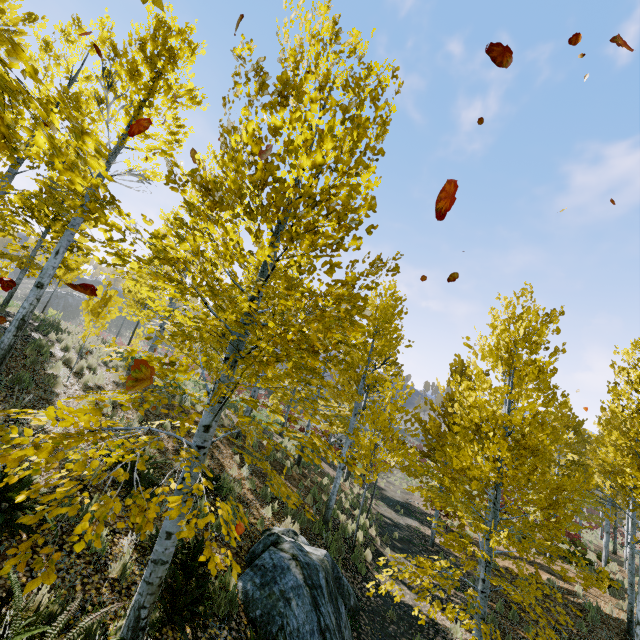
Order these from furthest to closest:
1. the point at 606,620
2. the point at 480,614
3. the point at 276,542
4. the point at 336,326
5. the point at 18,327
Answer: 1. the point at 606,620
2. the point at 18,327
3. the point at 276,542
4. the point at 480,614
5. the point at 336,326

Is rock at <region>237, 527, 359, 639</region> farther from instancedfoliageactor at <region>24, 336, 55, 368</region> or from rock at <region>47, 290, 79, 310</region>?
rock at <region>47, 290, 79, 310</region>

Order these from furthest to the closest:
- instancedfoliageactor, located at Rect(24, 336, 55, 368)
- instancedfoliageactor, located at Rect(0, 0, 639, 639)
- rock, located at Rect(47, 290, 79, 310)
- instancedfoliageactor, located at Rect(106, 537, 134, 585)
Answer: rock, located at Rect(47, 290, 79, 310) → instancedfoliageactor, located at Rect(24, 336, 55, 368) → instancedfoliageactor, located at Rect(106, 537, 134, 585) → instancedfoliageactor, located at Rect(0, 0, 639, 639)

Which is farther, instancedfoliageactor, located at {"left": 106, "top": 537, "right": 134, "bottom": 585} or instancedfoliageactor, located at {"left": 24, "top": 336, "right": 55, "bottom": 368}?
instancedfoliageactor, located at {"left": 24, "top": 336, "right": 55, "bottom": 368}

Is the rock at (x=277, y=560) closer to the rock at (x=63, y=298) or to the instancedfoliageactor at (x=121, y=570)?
the instancedfoliageactor at (x=121, y=570)

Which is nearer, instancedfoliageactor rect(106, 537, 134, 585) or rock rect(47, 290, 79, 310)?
instancedfoliageactor rect(106, 537, 134, 585)

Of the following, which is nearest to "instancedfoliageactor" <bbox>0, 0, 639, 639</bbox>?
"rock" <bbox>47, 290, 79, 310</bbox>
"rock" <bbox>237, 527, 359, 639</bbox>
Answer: "rock" <bbox>237, 527, 359, 639</bbox>

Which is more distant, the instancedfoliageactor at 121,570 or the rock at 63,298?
the rock at 63,298
